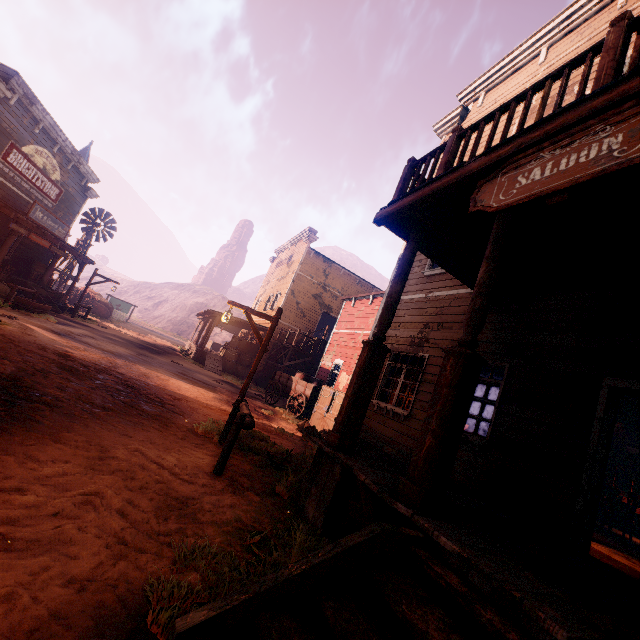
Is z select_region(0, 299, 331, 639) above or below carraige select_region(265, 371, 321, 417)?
below

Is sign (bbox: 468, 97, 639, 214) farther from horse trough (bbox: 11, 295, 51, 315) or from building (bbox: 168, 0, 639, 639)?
horse trough (bbox: 11, 295, 51, 315)

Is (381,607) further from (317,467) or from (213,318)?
(213,318)

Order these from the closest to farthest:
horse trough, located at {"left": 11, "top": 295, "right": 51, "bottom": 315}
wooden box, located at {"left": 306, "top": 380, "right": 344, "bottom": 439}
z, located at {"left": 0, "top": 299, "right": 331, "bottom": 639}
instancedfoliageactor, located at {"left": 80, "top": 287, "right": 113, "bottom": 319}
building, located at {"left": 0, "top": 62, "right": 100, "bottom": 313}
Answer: z, located at {"left": 0, "top": 299, "right": 331, "bottom": 639} → wooden box, located at {"left": 306, "top": 380, "right": 344, "bottom": 439} → horse trough, located at {"left": 11, "top": 295, "right": 51, "bottom": 315} → building, located at {"left": 0, "top": 62, "right": 100, "bottom": 313} → instancedfoliageactor, located at {"left": 80, "top": 287, "right": 113, "bottom": 319}

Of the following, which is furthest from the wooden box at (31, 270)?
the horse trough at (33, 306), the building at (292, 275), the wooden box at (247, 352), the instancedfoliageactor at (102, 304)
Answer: the wooden box at (247, 352)

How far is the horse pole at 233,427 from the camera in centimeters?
469cm

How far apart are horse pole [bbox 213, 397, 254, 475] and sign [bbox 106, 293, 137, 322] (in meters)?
37.22

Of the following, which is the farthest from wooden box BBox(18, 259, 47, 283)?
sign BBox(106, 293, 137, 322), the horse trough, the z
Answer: sign BBox(106, 293, 137, 322)
